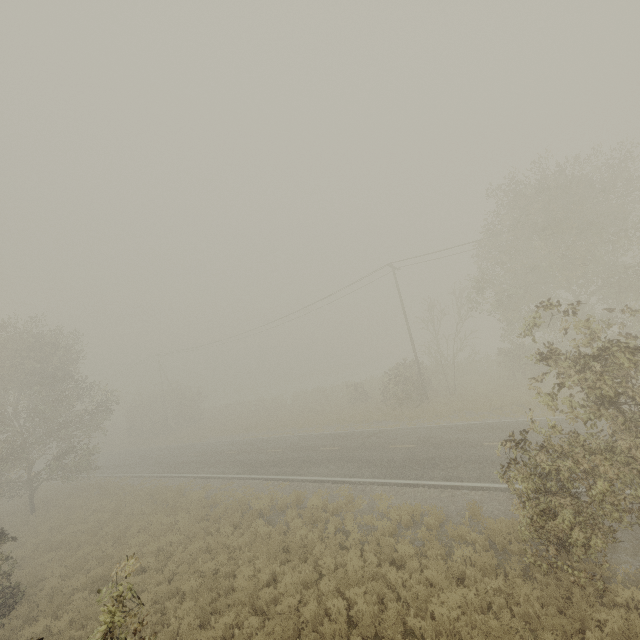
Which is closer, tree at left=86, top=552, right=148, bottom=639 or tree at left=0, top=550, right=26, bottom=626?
tree at left=86, top=552, right=148, bottom=639

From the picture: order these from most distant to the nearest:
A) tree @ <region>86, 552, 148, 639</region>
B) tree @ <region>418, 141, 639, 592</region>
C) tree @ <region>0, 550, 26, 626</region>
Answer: tree @ <region>0, 550, 26, 626</region> → tree @ <region>418, 141, 639, 592</region> → tree @ <region>86, 552, 148, 639</region>

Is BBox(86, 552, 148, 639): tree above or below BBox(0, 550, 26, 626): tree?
above

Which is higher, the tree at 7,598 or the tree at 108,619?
the tree at 108,619

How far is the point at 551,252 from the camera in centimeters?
1916cm

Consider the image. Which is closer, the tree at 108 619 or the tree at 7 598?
the tree at 108 619

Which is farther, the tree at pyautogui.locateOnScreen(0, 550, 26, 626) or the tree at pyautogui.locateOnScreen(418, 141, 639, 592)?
the tree at pyautogui.locateOnScreen(0, 550, 26, 626)
